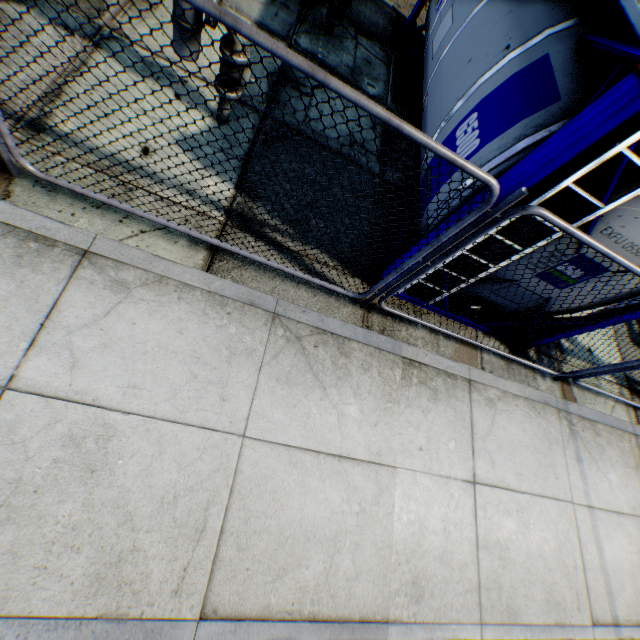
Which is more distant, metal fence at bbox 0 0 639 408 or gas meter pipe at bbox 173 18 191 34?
gas meter pipe at bbox 173 18 191 34

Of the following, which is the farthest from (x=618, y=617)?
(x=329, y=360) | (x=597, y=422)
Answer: (x=329, y=360)

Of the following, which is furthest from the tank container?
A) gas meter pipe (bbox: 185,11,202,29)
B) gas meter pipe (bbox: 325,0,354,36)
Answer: gas meter pipe (bbox: 185,11,202,29)

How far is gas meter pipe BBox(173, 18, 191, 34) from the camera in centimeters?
321cm

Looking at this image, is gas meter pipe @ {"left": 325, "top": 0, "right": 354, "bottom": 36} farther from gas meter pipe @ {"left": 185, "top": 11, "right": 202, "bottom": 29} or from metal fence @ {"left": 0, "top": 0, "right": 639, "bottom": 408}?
gas meter pipe @ {"left": 185, "top": 11, "right": 202, "bottom": 29}

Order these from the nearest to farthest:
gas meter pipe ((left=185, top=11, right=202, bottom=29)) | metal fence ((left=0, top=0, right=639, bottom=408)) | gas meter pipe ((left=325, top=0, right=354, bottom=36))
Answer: metal fence ((left=0, top=0, right=639, bottom=408))
gas meter pipe ((left=185, top=11, right=202, bottom=29))
gas meter pipe ((left=325, top=0, right=354, bottom=36))

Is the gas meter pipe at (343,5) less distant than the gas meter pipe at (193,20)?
No

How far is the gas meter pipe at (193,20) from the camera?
3.1m
